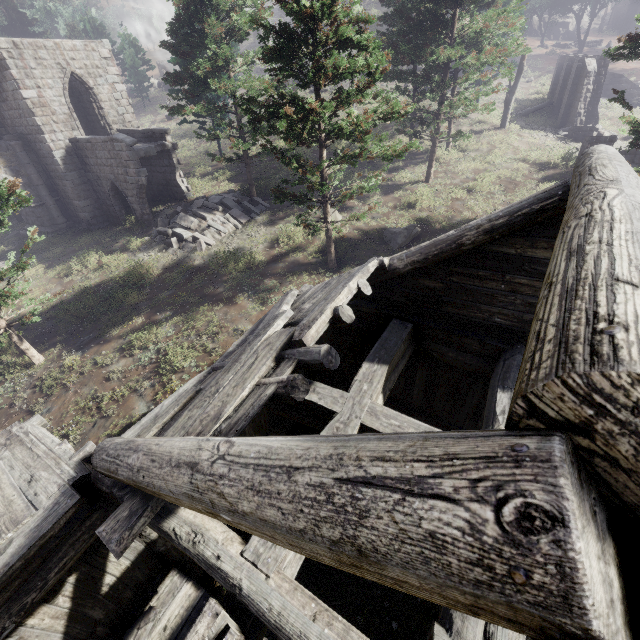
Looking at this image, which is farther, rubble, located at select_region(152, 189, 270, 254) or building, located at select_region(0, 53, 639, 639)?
rubble, located at select_region(152, 189, 270, 254)

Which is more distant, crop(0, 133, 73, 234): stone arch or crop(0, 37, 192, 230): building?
crop(0, 133, 73, 234): stone arch

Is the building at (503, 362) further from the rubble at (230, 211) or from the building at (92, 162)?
the building at (92, 162)

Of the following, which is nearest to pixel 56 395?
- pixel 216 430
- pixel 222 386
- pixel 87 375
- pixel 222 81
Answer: pixel 87 375

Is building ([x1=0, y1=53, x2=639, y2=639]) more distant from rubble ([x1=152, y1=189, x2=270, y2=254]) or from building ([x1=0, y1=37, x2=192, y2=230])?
building ([x1=0, y1=37, x2=192, y2=230])

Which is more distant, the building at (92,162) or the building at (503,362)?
the building at (92,162)

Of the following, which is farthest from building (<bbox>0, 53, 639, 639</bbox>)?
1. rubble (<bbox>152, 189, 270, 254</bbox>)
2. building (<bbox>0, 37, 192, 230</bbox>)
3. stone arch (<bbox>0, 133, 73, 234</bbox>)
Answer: building (<bbox>0, 37, 192, 230</bbox>)

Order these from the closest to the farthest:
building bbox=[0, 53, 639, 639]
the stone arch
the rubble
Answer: building bbox=[0, 53, 639, 639] < the rubble < the stone arch
